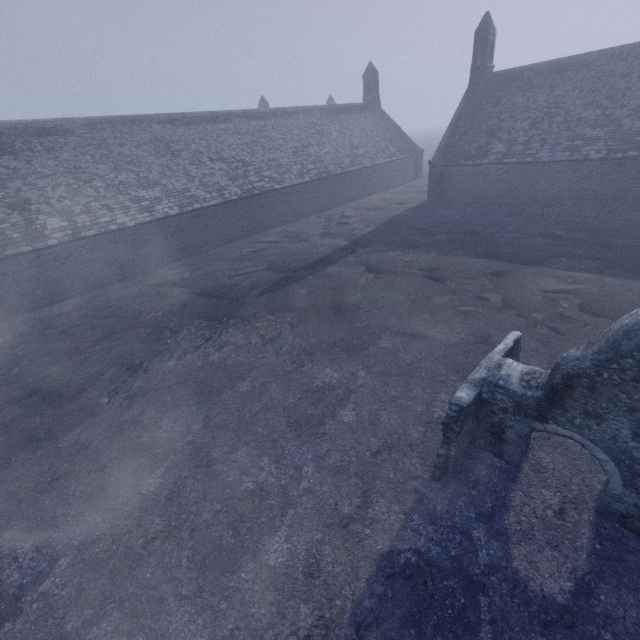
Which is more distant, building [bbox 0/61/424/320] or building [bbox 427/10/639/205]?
building [bbox 427/10/639/205]

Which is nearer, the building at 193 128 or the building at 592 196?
the building at 193 128

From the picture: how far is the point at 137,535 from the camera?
6.1m
